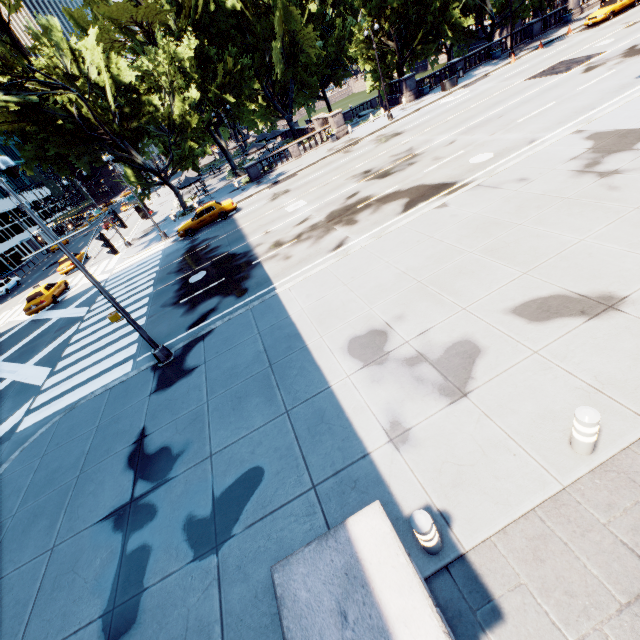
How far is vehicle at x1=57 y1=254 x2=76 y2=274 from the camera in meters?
33.3

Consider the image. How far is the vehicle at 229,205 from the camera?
25.5m

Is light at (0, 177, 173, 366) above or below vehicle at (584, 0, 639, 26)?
below

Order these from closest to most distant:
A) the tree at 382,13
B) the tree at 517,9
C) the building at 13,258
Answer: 1. the tree at 382,13
2. the tree at 517,9
3. the building at 13,258

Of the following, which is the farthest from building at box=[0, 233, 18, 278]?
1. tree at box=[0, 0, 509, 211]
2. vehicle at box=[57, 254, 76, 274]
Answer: vehicle at box=[57, 254, 76, 274]

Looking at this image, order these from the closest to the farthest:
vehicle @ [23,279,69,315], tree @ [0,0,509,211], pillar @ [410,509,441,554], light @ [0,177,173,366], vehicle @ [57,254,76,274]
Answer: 1. pillar @ [410,509,441,554]
2. light @ [0,177,173,366]
3. vehicle @ [23,279,69,315]
4. tree @ [0,0,509,211]
5. vehicle @ [57,254,76,274]

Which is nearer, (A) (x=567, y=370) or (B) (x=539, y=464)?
(B) (x=539, y=464)

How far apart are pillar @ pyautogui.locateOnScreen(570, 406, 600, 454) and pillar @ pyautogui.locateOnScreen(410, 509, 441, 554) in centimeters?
240cm
